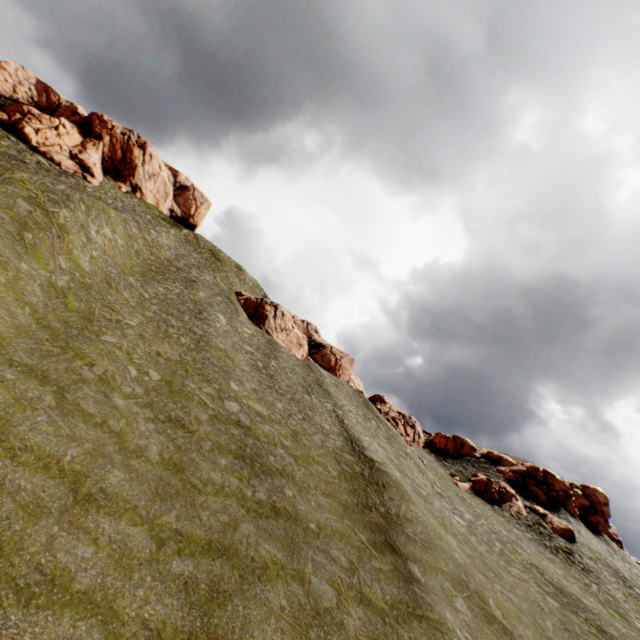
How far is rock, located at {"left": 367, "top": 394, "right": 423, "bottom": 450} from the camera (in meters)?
48.81

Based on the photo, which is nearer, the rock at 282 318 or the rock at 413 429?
the rock at 413 429

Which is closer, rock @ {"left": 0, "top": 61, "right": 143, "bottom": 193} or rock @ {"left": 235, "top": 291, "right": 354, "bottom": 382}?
rock @ {"left": 0, "top": 61, "right": 143, "bottom": 193}

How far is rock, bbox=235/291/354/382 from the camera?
52.8m

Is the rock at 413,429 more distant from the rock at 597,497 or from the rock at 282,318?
the rock at 282,318

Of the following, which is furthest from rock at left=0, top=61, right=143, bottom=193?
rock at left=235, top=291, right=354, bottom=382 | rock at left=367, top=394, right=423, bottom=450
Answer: rock at left=367, top=394, right=423, bottom=450

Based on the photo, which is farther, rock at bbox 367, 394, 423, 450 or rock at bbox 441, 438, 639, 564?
rock at bbox 367, 394, 423, 450

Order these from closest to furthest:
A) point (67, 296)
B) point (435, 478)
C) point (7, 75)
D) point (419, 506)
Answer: point (67, 296)
point (419, 506)
point (435, 478)
point (7, 75)
